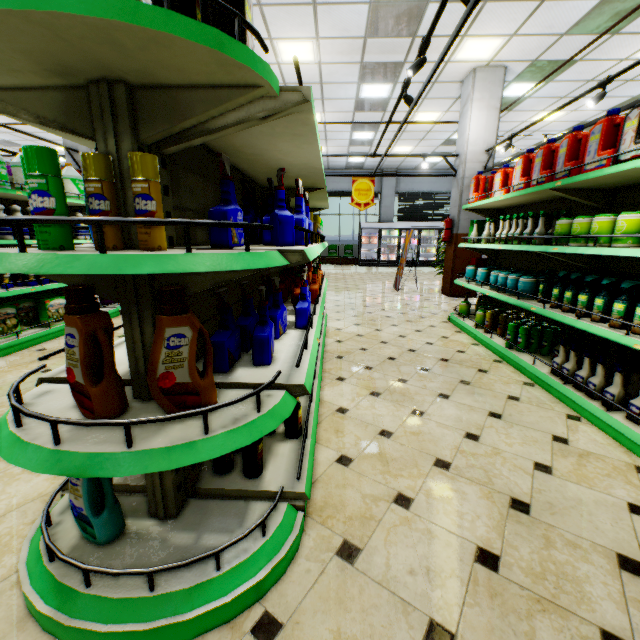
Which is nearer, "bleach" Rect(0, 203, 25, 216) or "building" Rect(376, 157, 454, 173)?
"bleach" Rect(0, 203, 25, 216)

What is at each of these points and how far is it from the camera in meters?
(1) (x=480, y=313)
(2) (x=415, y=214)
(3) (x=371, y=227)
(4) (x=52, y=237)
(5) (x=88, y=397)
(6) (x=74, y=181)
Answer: (1) cleaning powder, 4.6 m
(2) curtain, 17.3 m
(3) wall refrigerator door, 16.6 m
(4) fabric softener, 1.0 m
(5) fabric softener, 1.1 m
(6) bleach, 5.0 m

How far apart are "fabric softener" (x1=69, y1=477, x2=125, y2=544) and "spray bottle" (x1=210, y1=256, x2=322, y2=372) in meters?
0.8

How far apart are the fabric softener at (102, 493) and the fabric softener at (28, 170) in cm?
76

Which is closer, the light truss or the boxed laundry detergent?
the light truss

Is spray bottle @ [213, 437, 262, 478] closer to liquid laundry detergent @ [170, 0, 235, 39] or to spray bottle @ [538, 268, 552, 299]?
liquid laundry detergent @ [170, 0, 235, 39]

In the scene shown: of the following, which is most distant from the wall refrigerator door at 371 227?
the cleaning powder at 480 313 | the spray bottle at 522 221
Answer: the spray bottle at 522 221

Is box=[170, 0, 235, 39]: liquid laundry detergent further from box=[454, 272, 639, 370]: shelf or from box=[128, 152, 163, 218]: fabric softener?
box=[454, 272, 639, 370]: shelf
